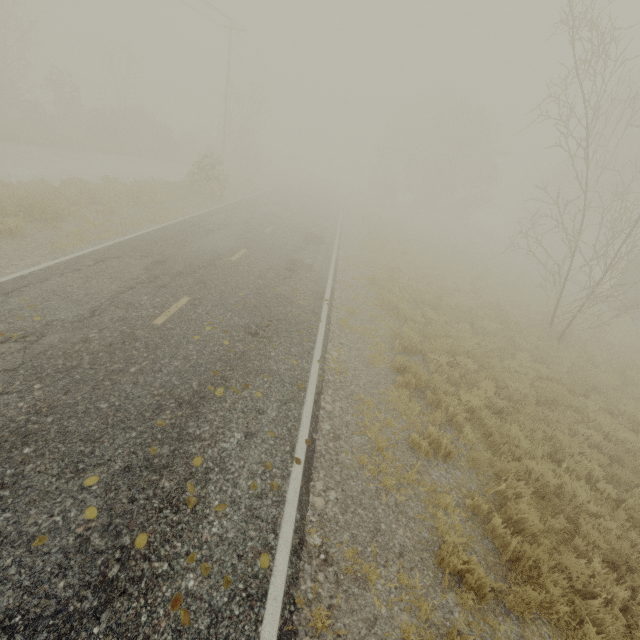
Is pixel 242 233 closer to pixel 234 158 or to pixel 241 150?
pixel 234 158
